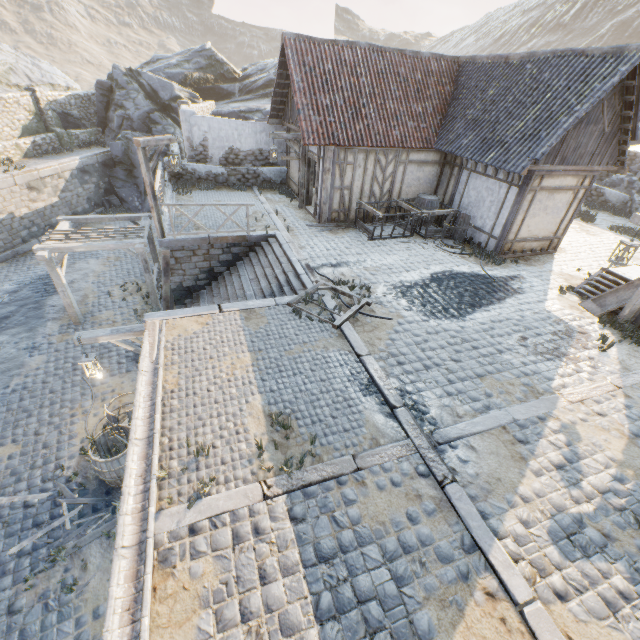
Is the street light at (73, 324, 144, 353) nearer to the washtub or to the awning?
the awning

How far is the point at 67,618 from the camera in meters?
5.7 m

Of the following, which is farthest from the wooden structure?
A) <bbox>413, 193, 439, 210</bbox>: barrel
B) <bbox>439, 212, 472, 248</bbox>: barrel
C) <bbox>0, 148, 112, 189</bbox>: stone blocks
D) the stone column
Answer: the stone column

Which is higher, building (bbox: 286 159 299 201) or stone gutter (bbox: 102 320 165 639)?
building (bbox: 286 159 299 201)

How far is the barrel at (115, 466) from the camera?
6.96m

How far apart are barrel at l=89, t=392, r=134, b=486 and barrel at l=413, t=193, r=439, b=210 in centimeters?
1240cm

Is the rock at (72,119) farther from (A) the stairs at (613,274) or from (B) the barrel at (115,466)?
(B) the barrel at (115,466)

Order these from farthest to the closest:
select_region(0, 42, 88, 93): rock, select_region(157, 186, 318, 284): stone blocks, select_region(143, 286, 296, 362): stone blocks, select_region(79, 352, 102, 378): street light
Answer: select_region(0, 42, 88, 93): rock < select_region(157, 186, 318, 284): stone blocks < select_region(79, 352, 102, 378): street light < select_region(143, 286, 296, 362): stone blocks
